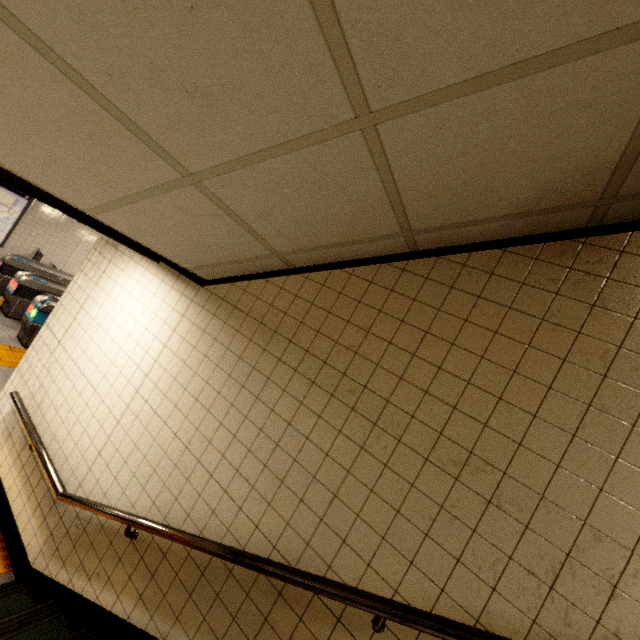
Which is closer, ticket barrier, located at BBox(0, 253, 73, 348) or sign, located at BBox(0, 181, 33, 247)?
ticket barrier, located at BBox(0, 253, 73, 348)

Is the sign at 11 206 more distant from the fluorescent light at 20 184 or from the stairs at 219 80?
the stairs at 219 80

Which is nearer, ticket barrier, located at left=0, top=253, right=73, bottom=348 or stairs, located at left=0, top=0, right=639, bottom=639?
stairs, located at left=0, top=0, right=639, bottom=639

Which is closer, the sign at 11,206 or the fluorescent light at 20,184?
the fluorescent light at 20,184

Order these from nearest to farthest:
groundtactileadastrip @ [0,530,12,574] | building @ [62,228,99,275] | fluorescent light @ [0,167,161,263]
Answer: fluorescent light @ [0,167,161,263], groundtactileadastrip @ [0,530,12,574], building @ [62,228,99,275]

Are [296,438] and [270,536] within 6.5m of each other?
yes

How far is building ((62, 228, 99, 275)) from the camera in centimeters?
1070cm

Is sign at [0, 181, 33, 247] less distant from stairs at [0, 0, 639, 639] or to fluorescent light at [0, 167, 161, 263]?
fluorescent light at [0, 167, 161, 263]
